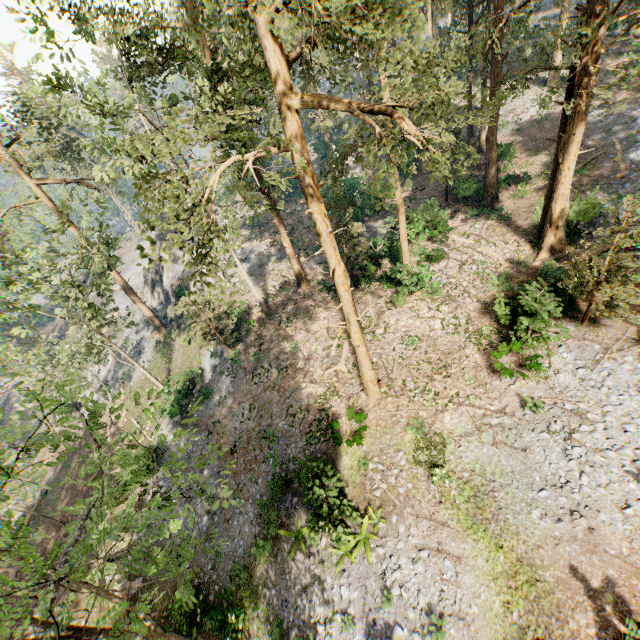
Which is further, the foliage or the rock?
the rock

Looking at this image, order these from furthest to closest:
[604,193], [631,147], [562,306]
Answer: [631,147], [604,193], [562,306]

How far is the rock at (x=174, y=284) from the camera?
33.1 meters

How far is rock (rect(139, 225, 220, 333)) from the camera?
33.12m

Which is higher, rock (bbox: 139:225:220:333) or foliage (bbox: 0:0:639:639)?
foliage (bbox: 0:0:639:639)

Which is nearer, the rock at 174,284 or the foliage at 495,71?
the foliage at 495,71
